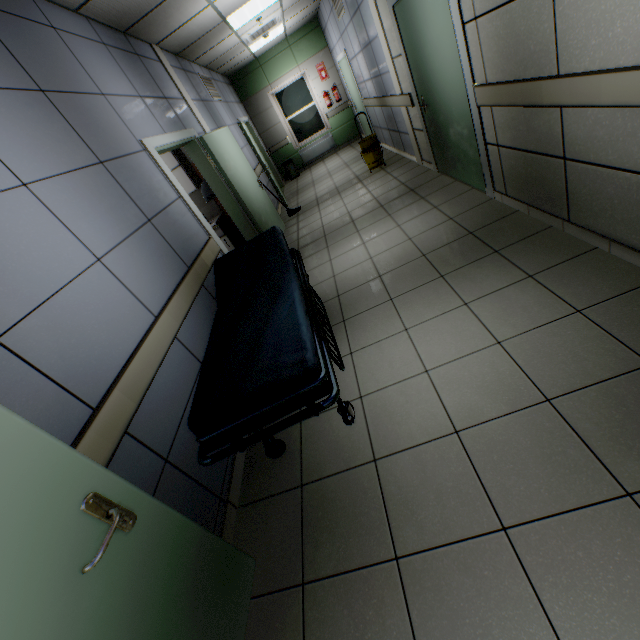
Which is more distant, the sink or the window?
the window

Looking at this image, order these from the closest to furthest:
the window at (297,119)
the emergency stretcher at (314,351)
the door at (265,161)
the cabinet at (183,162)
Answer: the emergency stretcher at (314,351) → the cabinet at (183,162) → the door at (265,161) → the window at (297,119)

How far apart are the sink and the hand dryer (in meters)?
0.32

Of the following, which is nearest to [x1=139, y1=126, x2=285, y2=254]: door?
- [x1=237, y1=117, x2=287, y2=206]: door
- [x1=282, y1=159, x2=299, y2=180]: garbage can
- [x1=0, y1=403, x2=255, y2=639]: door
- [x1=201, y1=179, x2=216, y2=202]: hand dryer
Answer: [x1=201, y1=179, x2=216, y2=202]: hand dryer

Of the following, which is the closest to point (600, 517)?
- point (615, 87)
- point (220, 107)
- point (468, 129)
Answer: point (615, 87)

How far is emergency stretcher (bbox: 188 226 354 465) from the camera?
1.6m

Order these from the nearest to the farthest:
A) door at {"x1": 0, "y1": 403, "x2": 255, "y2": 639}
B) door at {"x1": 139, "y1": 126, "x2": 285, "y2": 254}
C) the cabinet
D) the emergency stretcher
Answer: door at {"x1": 0, "y1": 403, "x2": 255, "y2": 639}, the emergency stretcher, door at {"x1": 139, "y1": 126, "x2": 285, "y2": 254}, the cabinet

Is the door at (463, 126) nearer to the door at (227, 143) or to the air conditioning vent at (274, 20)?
the door at (227, 143)
